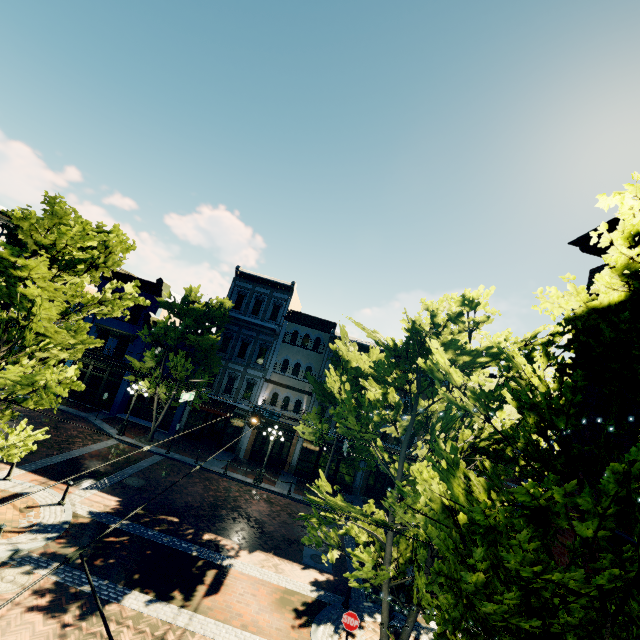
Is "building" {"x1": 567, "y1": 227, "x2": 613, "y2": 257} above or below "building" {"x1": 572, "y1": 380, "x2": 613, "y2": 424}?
above

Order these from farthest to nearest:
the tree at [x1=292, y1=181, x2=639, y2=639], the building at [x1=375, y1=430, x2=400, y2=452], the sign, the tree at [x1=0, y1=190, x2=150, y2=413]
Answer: the building at [x1=375, y1=430, x2=400, y2=452], the sign, the tree at [x1=0, y1=190, x2=150, y2=413], the tree at [x1=292, y1=181, x2=639, y2=639]

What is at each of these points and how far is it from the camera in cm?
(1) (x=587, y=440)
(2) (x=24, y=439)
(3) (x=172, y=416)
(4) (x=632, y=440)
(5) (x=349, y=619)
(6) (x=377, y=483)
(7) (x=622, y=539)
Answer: (1) building, 790
(2) tree, 920
(3) building, 2538
(4) building, 714
(5) sign, 845
(6) building, 2472
(7) building, 645

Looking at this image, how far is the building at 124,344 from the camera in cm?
2561

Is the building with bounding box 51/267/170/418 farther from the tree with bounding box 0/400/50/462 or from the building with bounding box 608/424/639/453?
the building with bounding box 608/424/639/453

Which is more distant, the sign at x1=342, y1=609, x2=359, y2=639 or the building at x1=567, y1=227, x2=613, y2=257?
the building at x1=567, y1=227, x2=613, y2=257

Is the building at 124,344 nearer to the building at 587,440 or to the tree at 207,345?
the tree at 207,345

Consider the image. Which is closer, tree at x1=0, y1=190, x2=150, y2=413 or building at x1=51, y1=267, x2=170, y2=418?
tree at x1=0, y1=190, x2=150, y2=413
